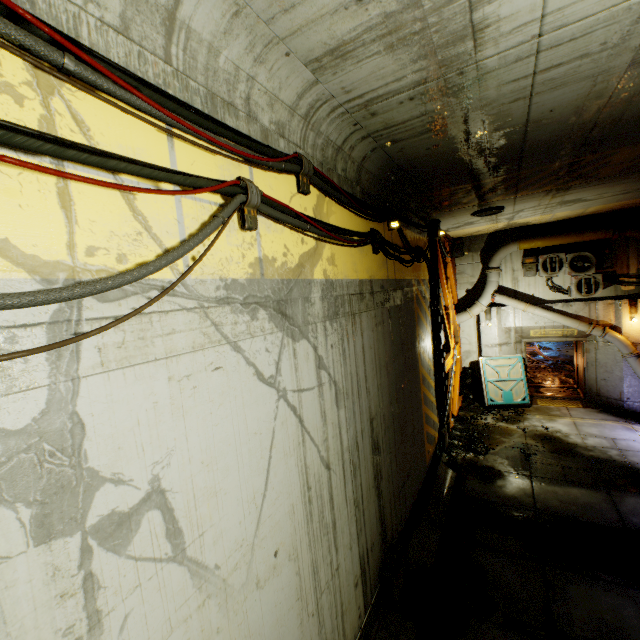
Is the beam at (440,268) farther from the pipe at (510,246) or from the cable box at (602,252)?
the cable box at (602,252)

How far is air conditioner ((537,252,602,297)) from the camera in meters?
11.4

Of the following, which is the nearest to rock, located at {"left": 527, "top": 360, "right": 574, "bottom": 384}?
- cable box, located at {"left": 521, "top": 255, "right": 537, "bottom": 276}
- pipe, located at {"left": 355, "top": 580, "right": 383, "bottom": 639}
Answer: cable box, located at {"left": 521, "top": 255, "right": 537, "bottom": 276}

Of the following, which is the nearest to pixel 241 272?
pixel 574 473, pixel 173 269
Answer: pixel 173 269

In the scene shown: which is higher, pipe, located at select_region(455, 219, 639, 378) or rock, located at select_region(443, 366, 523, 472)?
pipe, located at select_region(455, 219, 639, 378)

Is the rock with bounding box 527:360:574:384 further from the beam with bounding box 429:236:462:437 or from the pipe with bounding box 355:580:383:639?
the pipe with bounding box 355:580:383:639

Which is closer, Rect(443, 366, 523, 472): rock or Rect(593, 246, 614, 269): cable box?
Rect(443, 366, 523, 472): rock

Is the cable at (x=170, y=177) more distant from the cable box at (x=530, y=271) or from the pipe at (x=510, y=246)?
the cable box at (x=530, y=271)
